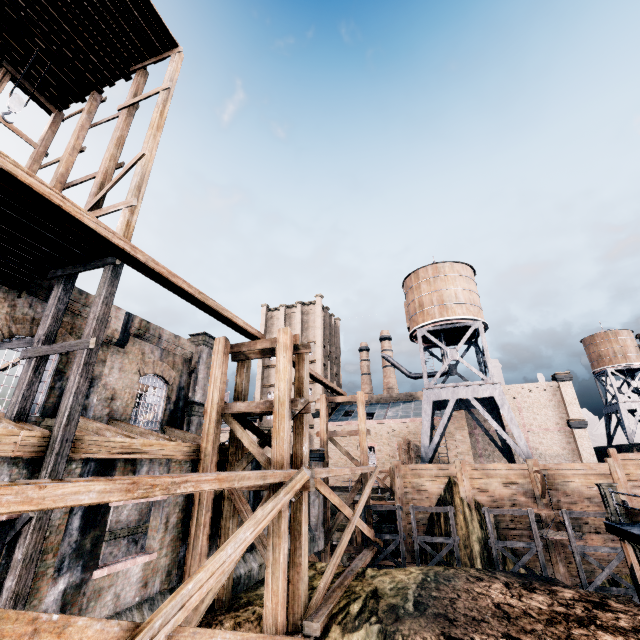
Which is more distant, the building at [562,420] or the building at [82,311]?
the building at [562,420]

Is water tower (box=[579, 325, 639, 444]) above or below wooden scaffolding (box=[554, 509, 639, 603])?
above

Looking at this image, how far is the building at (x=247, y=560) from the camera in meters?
13.7 m

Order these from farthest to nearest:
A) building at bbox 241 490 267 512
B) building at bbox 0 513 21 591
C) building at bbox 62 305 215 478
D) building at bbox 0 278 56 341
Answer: building at bbox 241 490 267 512, building at bbox 0 278 56 341, building at bbox 62 305 215 478, building at bbox 0 513 21 591

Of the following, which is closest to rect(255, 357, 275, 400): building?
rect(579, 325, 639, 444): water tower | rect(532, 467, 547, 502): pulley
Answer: rect(579, 325, 639, 444): water tower

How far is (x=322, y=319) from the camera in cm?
5441

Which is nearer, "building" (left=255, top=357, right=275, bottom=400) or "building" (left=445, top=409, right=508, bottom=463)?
"building" (left=445, top=409, right=508, bottom=463)

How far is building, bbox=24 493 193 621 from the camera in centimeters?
798cm
